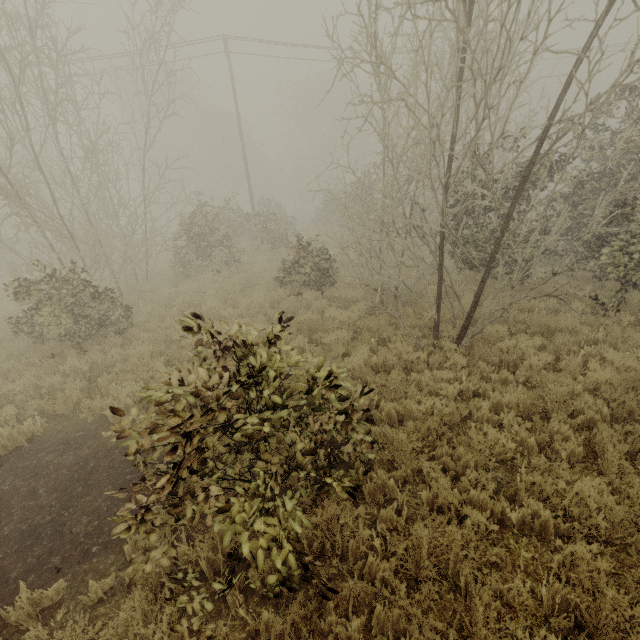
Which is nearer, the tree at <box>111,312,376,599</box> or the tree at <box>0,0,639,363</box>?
the tree at <box>111,312,376,599</box>

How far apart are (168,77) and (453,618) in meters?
17.4

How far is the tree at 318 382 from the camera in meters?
2.4

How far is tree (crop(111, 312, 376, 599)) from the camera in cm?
240

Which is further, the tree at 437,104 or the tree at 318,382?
the tree at 437,104
